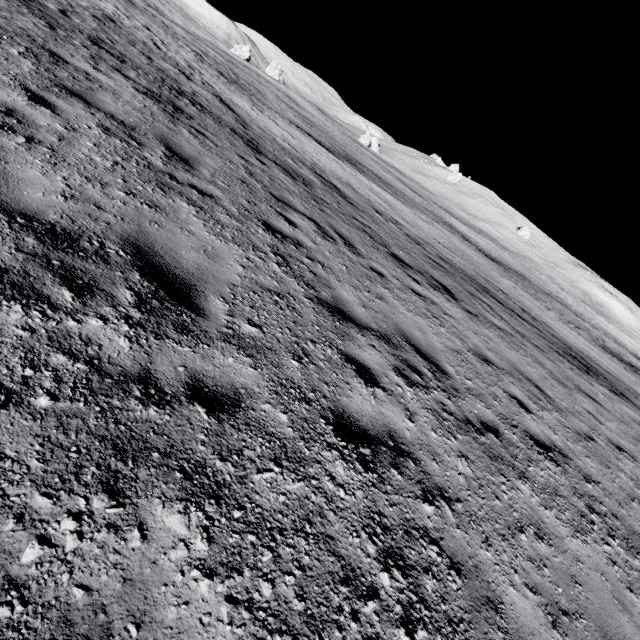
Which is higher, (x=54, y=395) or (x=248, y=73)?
(x=248, y=73)
